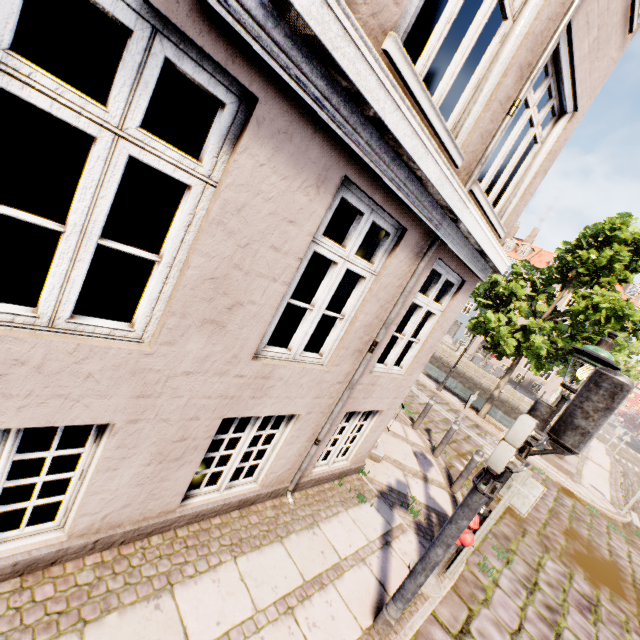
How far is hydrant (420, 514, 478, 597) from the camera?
4.1m

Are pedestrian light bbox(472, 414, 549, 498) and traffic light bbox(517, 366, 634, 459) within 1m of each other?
yes

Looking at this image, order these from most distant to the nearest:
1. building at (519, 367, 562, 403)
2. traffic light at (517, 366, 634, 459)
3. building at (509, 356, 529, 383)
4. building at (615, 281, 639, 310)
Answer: building at (509, 356, 529, 383) → building at (519, 367, 562, 403) → building at (615, 281, 639, 310) → traffic light at (517, 366, 634, 459)

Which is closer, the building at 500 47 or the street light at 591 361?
the building at 500 47

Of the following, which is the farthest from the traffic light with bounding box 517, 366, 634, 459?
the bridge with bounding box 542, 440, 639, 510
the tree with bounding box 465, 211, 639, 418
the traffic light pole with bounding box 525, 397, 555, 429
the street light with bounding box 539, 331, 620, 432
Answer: the bridge with bounding box 542, 440, 639, 510

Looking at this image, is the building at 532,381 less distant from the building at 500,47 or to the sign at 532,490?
the building at 500,47

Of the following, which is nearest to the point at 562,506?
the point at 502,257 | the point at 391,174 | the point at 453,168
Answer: the point at 502,257

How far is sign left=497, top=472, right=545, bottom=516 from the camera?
4.2m
